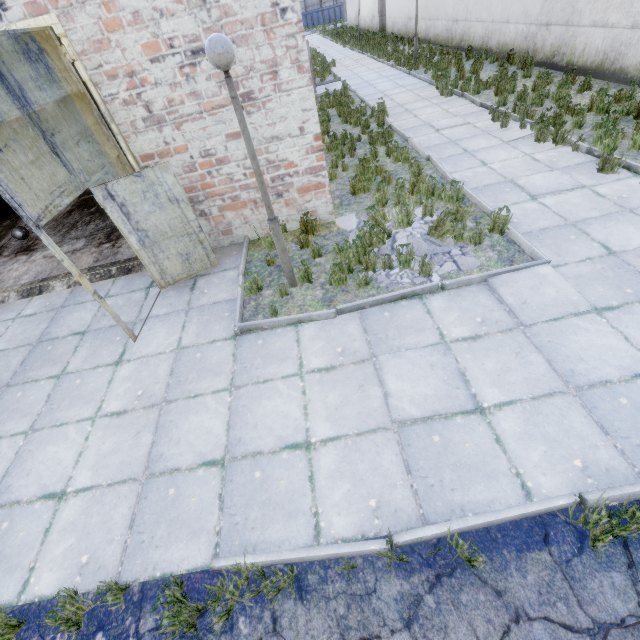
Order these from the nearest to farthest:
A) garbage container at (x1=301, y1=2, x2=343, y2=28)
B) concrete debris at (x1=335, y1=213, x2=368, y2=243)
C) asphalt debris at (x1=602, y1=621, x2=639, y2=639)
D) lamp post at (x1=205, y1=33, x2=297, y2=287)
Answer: asphalt debris at (x1=602, y1=621, x2=639, y2=639), lamp post at (x1=205, y1=33, x2=297, y2=287), concrete debris at (x1=335, y1=213, x2=368, y2=243), garbage container at (x1=301, y1=2, x2=343, y2=28)

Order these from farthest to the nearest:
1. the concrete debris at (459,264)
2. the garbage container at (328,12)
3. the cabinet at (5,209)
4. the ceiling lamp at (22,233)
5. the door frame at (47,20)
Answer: the garbage container at (328,12), the cabinet at (5,209), the ceiling lamp at (22,233), the concrete debris at (459,264), the door frame at (47,20)

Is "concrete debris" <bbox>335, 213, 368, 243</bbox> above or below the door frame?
below

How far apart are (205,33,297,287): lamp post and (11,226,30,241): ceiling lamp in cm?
905

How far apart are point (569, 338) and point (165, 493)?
5.19m

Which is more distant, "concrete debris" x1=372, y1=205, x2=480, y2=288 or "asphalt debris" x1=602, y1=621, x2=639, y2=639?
"concrete debris" x1=372, y1=205, x2=480, y2=288

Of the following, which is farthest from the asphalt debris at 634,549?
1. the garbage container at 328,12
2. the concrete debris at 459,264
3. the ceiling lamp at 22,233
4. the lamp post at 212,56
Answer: the garbage container at 328,12

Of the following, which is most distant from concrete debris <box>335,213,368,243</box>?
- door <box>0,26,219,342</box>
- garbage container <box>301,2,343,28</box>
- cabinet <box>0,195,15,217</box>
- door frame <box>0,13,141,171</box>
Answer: garbage container <box>301,2,343,28</box>
